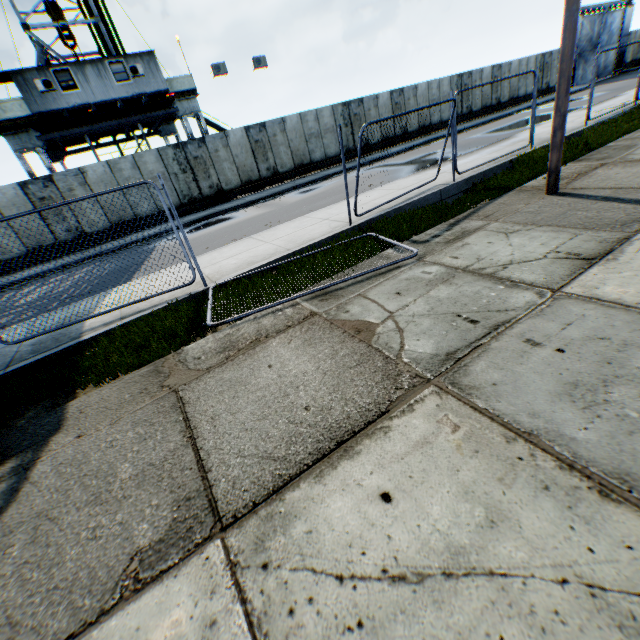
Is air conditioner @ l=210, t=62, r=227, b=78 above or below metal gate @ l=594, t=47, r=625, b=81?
above

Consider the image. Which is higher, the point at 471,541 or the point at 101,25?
the point at 101,25

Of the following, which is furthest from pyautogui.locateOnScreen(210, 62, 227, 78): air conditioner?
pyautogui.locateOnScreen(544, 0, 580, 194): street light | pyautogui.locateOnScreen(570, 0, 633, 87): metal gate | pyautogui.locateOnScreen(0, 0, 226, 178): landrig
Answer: pyautogui.locateOnScreen(570, 0, 633, 87): metal gate

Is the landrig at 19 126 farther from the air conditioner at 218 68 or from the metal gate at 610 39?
the metal gate at 610 39

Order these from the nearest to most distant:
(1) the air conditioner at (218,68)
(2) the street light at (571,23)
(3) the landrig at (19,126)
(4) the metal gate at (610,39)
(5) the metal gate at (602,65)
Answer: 1. (2) the street light at (571,23)
2. (3) the landrig at (19,126)
3. (1) the air conditioner at (218,68)
4. (4) the metal gate at (610,39)
5. (5) the metal gate at (602,65)

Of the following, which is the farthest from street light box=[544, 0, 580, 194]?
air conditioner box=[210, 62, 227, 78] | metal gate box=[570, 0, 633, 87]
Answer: metal gate box=[570, 0, 633, 87]

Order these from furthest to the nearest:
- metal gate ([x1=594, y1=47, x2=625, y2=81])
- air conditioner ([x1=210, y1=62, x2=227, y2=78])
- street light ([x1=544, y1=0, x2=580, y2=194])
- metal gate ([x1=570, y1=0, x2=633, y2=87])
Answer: metal gate ([x1=594, y1=47, x2=625, y2=81])
metal gate ([x1=570, y1=0, x2=633, y2=87])
air conditioner ([x1=210, y1=62, x2=227, y2=78])
street light ([x1=544, y1=0, x2=580, y2=194])
